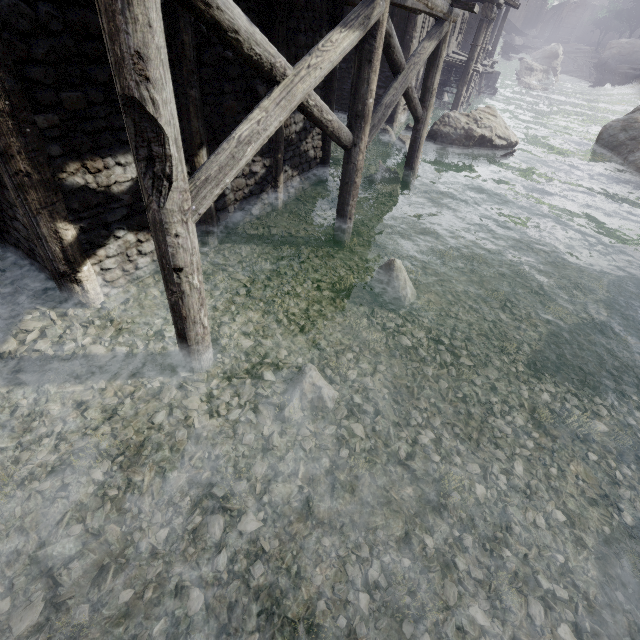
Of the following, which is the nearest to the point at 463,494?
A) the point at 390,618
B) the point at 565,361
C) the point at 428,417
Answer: the point at 428,417

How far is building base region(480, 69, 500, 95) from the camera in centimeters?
2672cm

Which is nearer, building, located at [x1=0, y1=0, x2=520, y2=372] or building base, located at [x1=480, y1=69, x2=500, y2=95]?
building, located at [x1=0, y1=0, x2=520, y2=372]

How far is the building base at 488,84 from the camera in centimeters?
2672cm

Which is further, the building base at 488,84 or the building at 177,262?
the building base at 488,84
